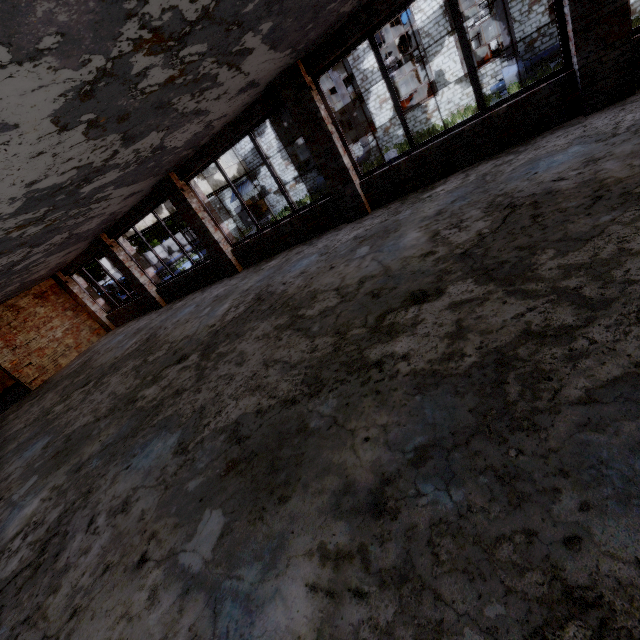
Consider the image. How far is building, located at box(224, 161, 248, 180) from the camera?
26.81m

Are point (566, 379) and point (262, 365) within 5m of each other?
yes

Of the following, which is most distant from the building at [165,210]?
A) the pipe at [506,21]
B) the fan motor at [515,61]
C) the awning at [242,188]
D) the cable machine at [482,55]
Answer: the pipe at [506,21]

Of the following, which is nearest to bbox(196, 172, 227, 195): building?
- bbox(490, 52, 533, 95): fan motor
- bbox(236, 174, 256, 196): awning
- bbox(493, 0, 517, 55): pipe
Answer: bbox(236, 174, 256, 196): awning

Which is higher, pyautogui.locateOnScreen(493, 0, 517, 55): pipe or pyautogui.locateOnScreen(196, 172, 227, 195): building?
pyautogui.locateOnScreen(196, 172, 227, 195): building

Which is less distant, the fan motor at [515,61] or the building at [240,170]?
the fan motor at [515,61]

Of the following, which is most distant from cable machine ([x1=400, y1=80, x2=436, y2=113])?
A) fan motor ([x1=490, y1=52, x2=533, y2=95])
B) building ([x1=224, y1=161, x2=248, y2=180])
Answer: building ([x1=224, y1=161, x2=248, y2=180])
